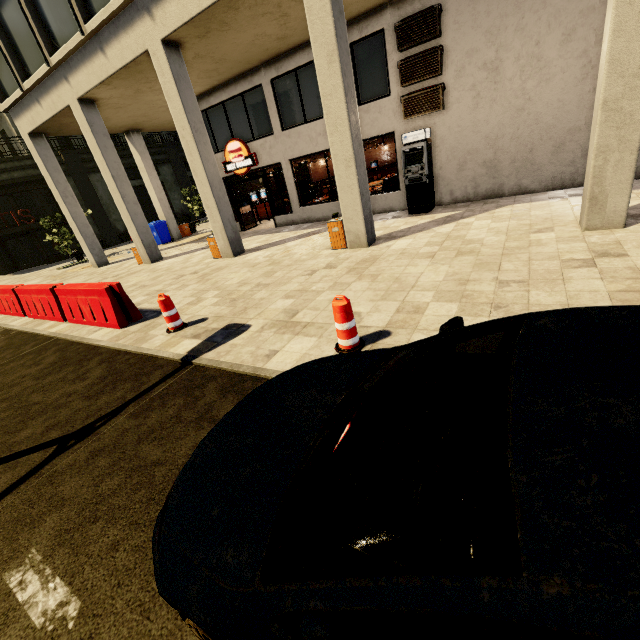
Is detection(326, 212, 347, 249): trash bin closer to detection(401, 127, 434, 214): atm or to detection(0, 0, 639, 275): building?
detection(0, 0, 639, 275): building

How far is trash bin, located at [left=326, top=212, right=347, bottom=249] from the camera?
8.6m

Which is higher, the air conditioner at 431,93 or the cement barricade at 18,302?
the air conditioner at 431,93

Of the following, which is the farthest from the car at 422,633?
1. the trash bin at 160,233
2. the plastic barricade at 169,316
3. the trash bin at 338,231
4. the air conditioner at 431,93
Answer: the trash bin at 160,233

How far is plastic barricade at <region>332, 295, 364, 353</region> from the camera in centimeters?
387cm

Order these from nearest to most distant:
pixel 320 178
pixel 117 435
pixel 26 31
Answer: pixel 117 435 < pixel 26 31 < pixel 320 178

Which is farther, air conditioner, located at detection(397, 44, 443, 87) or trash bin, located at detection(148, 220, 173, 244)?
trash bin, located at detection(148, 220, 173, 244)

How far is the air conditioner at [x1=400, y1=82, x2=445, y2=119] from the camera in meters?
9.7 m
